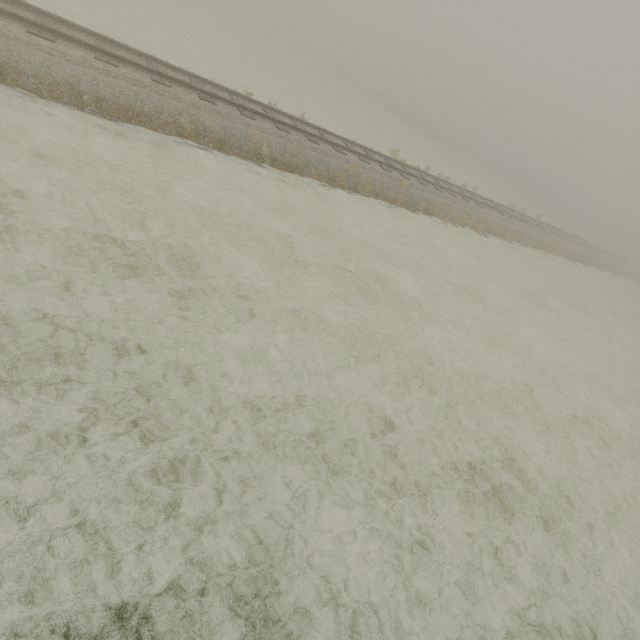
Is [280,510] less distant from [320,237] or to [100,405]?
[100,405]
